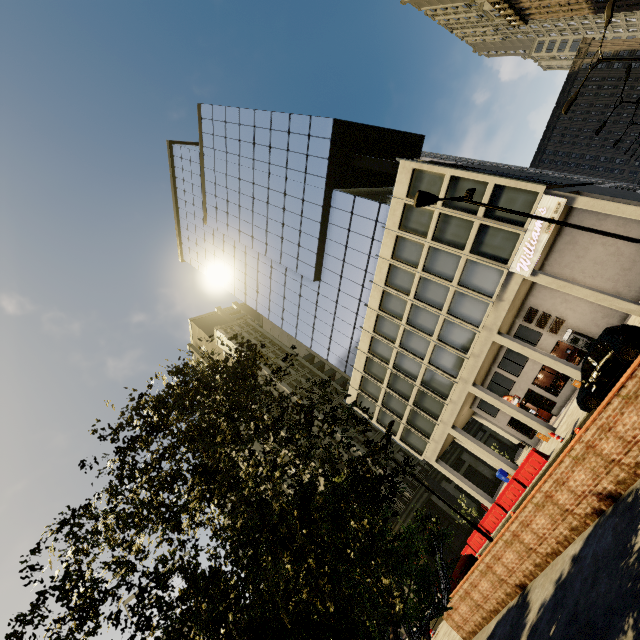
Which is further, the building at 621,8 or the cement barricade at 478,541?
the building at 621,8

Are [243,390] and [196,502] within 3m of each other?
yes

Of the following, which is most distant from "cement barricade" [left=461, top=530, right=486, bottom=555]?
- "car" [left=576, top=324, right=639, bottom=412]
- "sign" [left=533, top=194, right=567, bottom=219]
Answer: "sign" [left=533, top=194, right=567, bottom=219]

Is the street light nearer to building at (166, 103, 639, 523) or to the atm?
building at (166, 103, 639, 523)

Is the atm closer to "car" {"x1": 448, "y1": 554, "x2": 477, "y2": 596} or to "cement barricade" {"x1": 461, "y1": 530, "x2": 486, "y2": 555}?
"cement barricade" {"x1": 461, "y1": 530, "x2": 486, "y2": 555}

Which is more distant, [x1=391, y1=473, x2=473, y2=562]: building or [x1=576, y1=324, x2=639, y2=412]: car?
[x1=391, y1=473, x2=473, y2=562]: building

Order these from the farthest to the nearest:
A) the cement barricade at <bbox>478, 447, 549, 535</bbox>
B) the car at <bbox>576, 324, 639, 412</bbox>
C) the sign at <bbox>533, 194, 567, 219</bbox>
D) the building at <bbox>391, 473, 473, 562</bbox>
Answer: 1. the building at <bbox>391, 473, 473, 562</bbox>
2. the cement barricade at <bbox>478, 447, 549, 535</bbox>
3. the sign at <bbox>533, 194, 567, 219</bbox>
4. the car at <bbox>576, 324, 639, 412</bbox>

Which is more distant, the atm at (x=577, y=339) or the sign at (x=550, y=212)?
the atm at (x=577, y=339)
